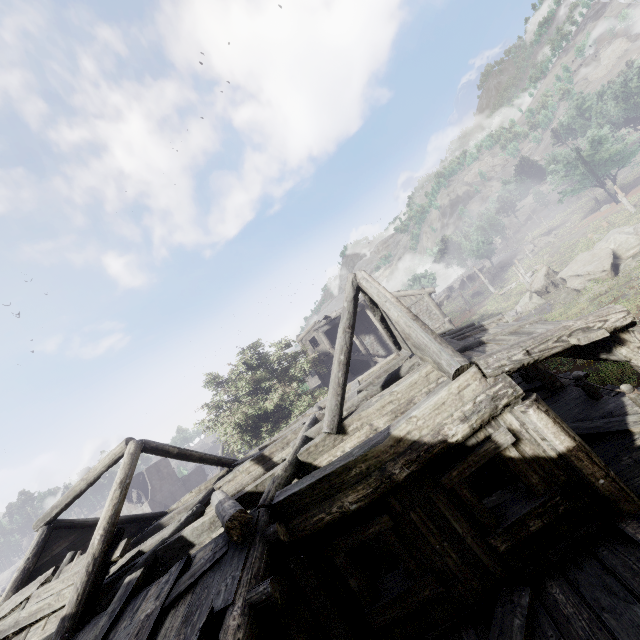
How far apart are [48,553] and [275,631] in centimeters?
1027cm
